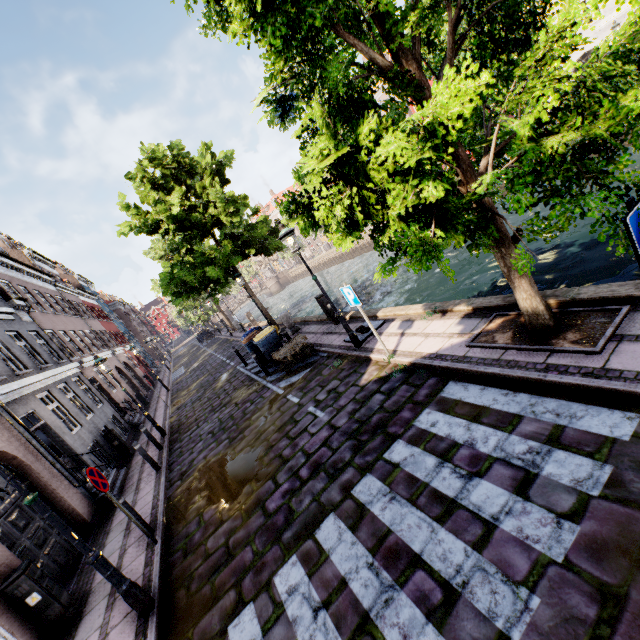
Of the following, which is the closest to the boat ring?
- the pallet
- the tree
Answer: the pallet

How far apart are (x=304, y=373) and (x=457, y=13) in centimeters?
826cm

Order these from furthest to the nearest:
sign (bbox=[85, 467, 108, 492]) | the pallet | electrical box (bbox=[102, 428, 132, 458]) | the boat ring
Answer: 1. electrical box (bbox=[102, 428, 132, 458])
2. the pallet
3. the boat ring
4. sign (bbox=[85, 467, 108, 492])

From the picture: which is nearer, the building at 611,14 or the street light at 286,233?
the street light at 286,233

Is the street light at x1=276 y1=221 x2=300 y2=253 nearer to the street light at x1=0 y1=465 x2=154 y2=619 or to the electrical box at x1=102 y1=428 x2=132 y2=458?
the street light at x1=0 y1=465 x2=154 y2=619

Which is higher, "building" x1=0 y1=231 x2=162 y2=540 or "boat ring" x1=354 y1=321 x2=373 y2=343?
"building" x1=0 y1=231 x2=162 y2=540

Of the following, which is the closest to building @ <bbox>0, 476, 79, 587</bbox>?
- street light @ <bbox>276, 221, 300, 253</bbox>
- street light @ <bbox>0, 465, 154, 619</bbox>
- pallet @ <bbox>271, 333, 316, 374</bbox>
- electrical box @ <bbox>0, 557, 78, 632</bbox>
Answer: electrical box @ <bbox>0, 557, 78, 632</bbox>

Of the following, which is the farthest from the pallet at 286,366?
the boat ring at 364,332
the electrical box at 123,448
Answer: the electrical box at 123,448
